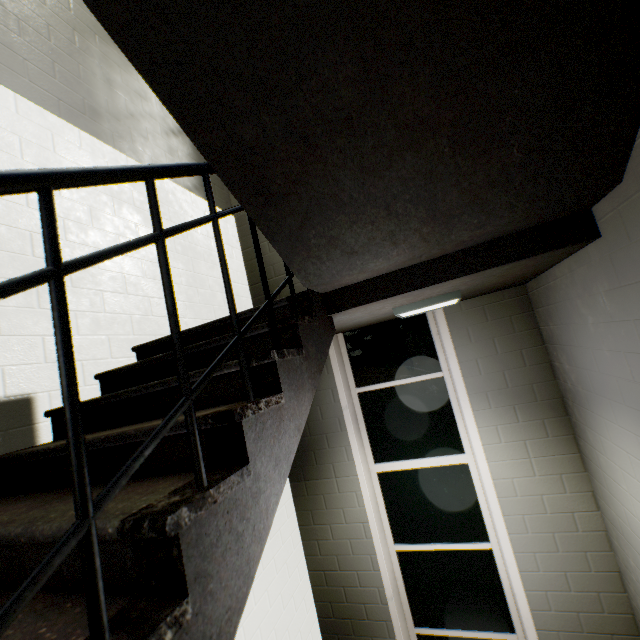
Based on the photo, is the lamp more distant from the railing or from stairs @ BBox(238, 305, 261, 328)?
the railing

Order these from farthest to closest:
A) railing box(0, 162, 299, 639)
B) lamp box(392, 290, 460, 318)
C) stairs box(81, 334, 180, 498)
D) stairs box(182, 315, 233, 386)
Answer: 1. lamp box(392, 290, 460, 318)
2. stairs box(182, 315, 233, 386)
3. stairs box(81, 334, 180, 498)
4. railing box(0, 162, 299, 639)

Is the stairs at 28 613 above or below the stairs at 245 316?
below

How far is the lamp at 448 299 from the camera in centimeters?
240cm

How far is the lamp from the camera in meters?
2.4 m

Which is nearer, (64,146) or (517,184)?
(517,184)

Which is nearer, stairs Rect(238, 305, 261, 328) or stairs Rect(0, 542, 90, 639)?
stairs Rect(0, 542, 90, 639)
